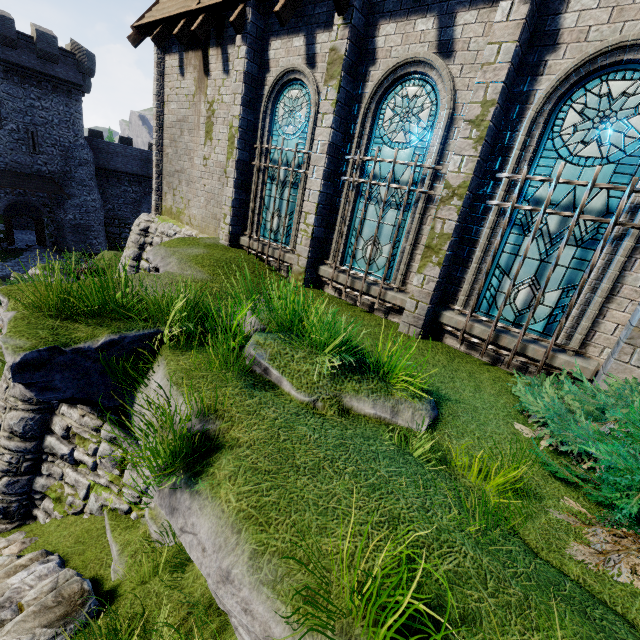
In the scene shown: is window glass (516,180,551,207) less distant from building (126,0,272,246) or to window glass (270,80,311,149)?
building (126,0,272,246)

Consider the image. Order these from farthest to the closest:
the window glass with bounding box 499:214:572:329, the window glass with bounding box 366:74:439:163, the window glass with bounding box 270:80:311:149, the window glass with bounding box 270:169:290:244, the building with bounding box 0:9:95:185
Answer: the building with bounding box 0:9:95:185 < the window glass with bounding box 270:169:290:244 < the window glass with bounding box 270:80:311:149 < the window glass with bounding box 366:74:439:163 < the window glass with bounding box 499:214:572:329

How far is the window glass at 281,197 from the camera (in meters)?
8.08

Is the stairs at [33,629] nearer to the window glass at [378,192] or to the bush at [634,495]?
the bush at [634,495]

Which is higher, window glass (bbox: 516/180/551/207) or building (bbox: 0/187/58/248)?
window glass (bbox: 516/180/551/207)

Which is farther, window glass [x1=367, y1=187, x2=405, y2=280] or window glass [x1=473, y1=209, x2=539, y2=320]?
window glass [x1=367, y1=187, x2=405, y2=280]

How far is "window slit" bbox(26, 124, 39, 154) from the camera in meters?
26.6 m

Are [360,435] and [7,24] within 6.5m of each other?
no
